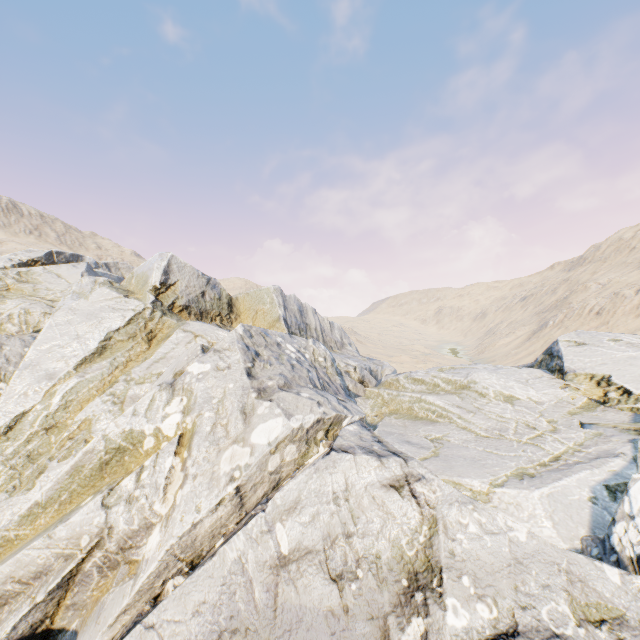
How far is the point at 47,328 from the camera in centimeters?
1447cm
